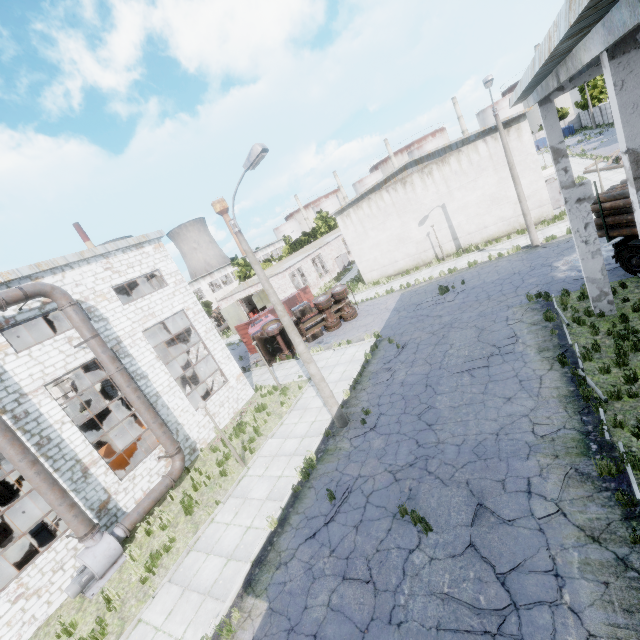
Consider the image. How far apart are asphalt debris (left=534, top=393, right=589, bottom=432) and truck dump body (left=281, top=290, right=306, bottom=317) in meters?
21.8

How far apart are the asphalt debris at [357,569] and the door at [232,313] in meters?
37.4 m

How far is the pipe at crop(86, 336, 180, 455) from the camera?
13.40m

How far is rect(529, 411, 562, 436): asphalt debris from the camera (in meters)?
8.50

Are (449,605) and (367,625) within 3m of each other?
yes

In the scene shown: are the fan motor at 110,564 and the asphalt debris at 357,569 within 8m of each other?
no

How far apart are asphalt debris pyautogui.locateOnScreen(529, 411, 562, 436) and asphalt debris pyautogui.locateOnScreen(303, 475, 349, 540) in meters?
5.5

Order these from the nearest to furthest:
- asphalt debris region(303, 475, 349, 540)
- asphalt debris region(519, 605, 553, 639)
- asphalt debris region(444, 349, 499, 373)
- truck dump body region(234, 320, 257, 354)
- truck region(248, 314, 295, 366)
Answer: asphalt debris region(519, 605, 553, 639), asphalt debris region(303, 475, 349, 540), asphalt debris region(444, 349, 499, 373), truck region(248, 314, 295, 366), truck dump body region(234, 320, 257, 354)
